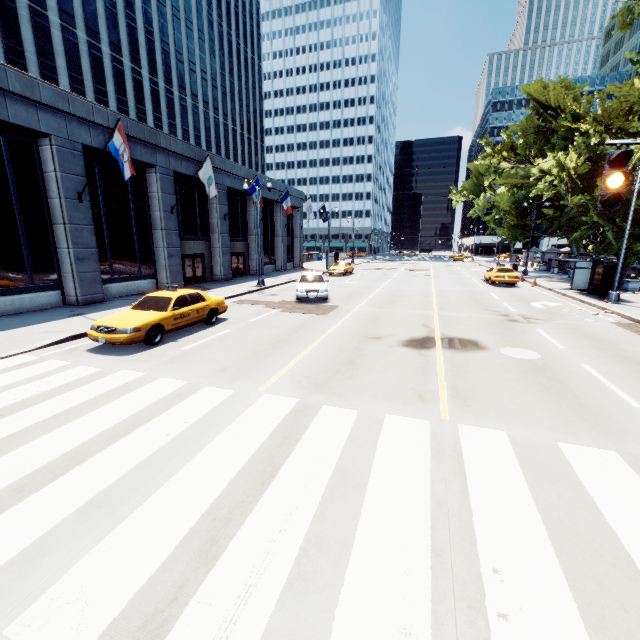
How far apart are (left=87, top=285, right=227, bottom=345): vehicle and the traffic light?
11.1 meters

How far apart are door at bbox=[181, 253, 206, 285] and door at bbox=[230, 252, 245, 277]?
3.5 meters

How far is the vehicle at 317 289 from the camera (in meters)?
17.92

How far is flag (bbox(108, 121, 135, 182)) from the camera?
14.11m

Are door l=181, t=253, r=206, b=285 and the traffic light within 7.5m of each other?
no

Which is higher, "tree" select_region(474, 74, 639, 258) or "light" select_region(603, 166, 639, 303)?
"tree" select_region(474, 74, 639, 258)

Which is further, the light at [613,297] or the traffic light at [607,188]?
the light at [613,297]

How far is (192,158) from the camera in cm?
2244
